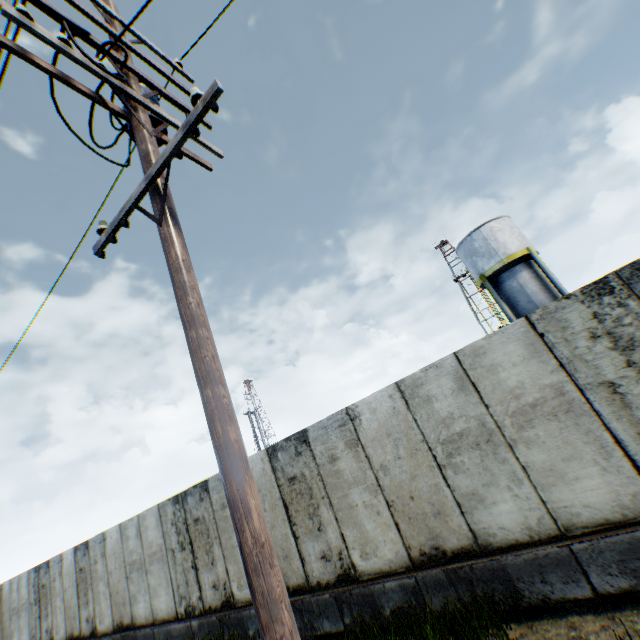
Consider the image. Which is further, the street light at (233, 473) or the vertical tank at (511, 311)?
the vertical tank at (511, 311)

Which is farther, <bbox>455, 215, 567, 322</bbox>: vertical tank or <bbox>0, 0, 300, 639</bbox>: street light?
<bbox>455, 215, 567, 322</bbox>: vertical tank

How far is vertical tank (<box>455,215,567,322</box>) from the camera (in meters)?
20.09

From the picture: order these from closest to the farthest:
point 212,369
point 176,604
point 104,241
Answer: point 212,369, point 104,241, point 176,604

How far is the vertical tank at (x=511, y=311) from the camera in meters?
20.1 m
